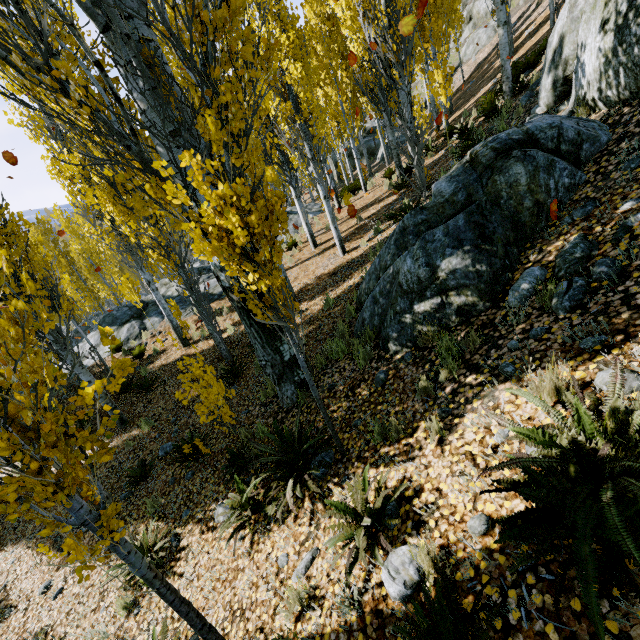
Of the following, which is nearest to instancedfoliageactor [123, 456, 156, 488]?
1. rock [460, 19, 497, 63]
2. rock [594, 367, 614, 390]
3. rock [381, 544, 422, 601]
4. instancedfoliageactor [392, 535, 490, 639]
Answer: rock [594, 367, 614, 390]

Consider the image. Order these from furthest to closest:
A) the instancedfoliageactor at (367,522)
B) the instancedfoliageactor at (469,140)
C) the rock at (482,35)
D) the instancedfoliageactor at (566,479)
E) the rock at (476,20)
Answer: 1. the rock at (476,20)
2. the rock at (482,35)
3. the instancedfoliageactor at (367,522)
4. the instancedfoliageactor at (469,140)
5. the instancedfoliageactor at (566,479)

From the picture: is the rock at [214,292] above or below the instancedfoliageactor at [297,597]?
above

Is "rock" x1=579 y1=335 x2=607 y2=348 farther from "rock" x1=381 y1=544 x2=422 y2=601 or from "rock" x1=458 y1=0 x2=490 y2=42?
"rock" x1=458 y1=0 x2=490 y2=42

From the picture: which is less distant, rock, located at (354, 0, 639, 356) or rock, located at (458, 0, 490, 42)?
rock, located at (354, 0, 639, 356)

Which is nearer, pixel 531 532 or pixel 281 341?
pixel 531 532

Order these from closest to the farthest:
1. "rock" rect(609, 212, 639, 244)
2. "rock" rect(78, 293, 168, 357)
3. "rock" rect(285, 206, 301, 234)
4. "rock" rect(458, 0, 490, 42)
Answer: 1. "rock" rect(609, 212, 639, 244)
2. "rock" rect(78, 293, 168, 357)
3. "rock" rect(285, 206, 301, 234)
4. "rock" rect(458, 0, 490, 42)

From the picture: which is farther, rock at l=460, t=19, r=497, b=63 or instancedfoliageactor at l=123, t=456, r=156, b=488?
rock at l=460, t=19, r=497, b=63
